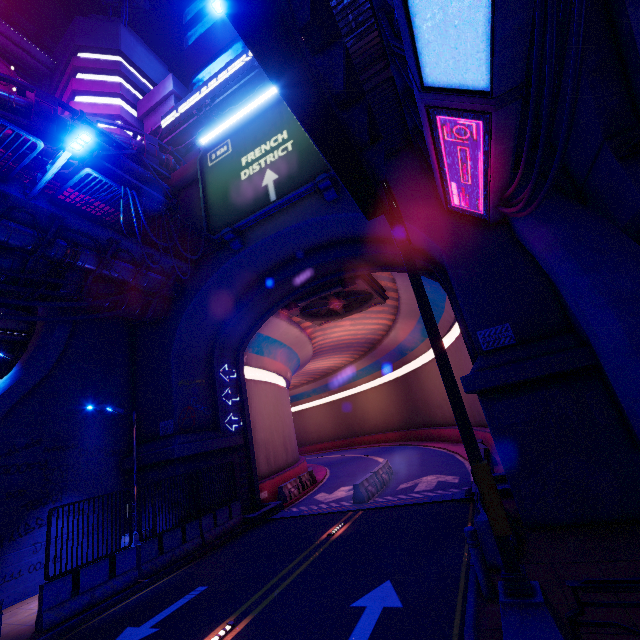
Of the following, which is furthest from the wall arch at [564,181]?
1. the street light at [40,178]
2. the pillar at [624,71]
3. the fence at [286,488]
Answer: the street light at [40,178]

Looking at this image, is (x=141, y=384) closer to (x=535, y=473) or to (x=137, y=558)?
(x=137, y=558)

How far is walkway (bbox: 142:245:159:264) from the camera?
13.99m

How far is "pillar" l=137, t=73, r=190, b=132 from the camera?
24.25m

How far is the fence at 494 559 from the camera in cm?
652

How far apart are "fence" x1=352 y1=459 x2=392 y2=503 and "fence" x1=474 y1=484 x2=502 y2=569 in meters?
7.7 m

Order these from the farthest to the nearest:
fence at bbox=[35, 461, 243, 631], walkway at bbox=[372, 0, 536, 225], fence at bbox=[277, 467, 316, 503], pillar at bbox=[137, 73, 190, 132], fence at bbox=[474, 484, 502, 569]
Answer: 1. pillar at bbox=[137, 73, 190, 132]
2. fence at bbox=[277, 467, 316, 503]
3. fence at bbox=[35, 461, 243, 631]
4. fence at bbox=[474, 484, 502, 569]
5. walkway at bbox=[372, 0, 536, 225]

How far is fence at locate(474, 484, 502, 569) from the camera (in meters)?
6.52
